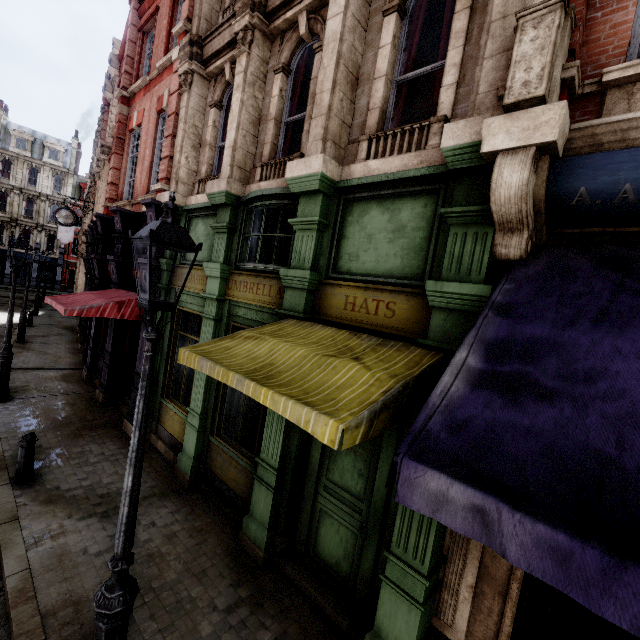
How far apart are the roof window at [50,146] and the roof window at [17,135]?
0.6m

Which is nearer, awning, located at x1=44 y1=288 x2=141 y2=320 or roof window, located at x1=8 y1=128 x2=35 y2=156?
awning, located at x1=44 y1=288 x2=141 y2=320

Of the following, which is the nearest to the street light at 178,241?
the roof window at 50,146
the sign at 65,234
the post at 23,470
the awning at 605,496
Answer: the awning at 605,496

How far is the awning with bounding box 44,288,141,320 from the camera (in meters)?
7.74

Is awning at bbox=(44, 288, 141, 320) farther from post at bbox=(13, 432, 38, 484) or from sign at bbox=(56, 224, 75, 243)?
sign at bbox=(56, 224, 75, 243)

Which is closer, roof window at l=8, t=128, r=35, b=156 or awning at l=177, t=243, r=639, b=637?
awning at l=177, t=243, r=639, b=637

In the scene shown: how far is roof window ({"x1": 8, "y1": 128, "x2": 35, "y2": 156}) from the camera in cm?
4019

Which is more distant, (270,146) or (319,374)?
(270,146)
